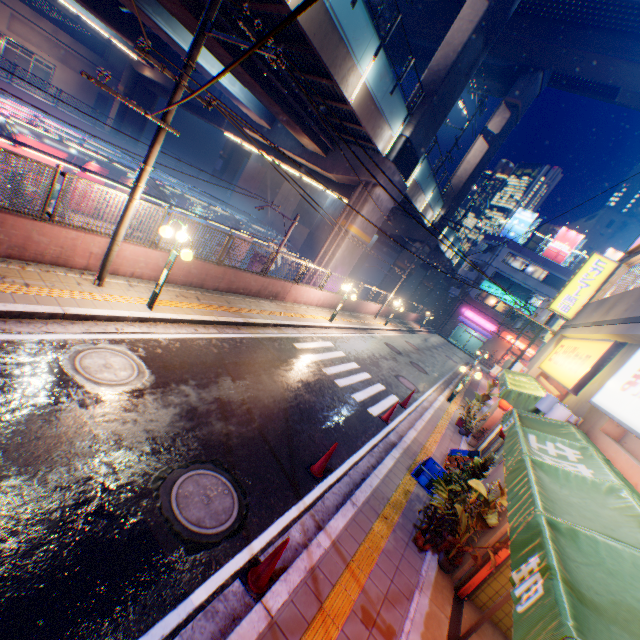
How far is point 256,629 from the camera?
3.6 meters

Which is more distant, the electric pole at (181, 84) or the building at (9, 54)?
the building at (9, 54)

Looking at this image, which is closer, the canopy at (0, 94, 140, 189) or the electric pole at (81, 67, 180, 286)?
the electric pole at (81, 67, 180, 286)

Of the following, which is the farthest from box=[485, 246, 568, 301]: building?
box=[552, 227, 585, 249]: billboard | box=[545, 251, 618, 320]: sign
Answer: box=[545, 251, 618, 320]: sign

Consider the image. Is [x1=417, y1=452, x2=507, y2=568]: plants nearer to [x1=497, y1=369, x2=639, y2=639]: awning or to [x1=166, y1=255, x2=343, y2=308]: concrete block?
[x1=497, y1=369, x2=639, y2=639]: awning

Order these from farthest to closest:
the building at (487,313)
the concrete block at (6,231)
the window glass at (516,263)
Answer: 1. the building at (487,313)
2. the window glass at (516,263)
3. the concrete block at (6,231)

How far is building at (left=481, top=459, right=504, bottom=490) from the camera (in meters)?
7.24

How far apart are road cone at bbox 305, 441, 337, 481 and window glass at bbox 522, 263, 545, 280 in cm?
4668
